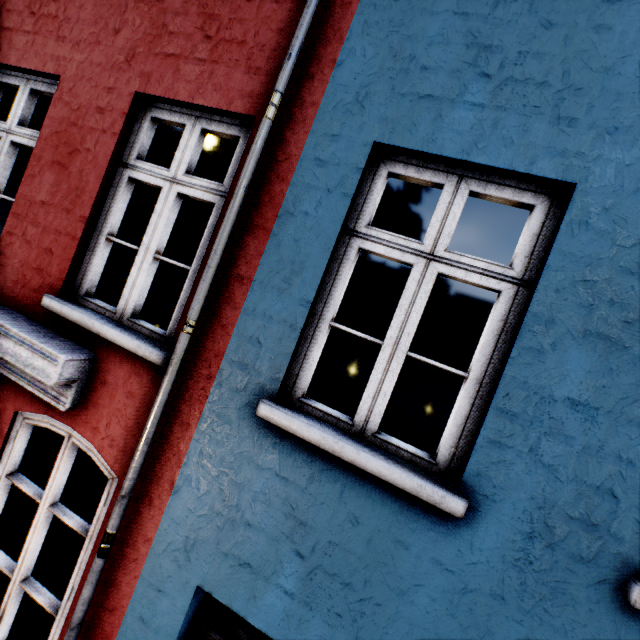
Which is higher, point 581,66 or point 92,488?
point 581,66
